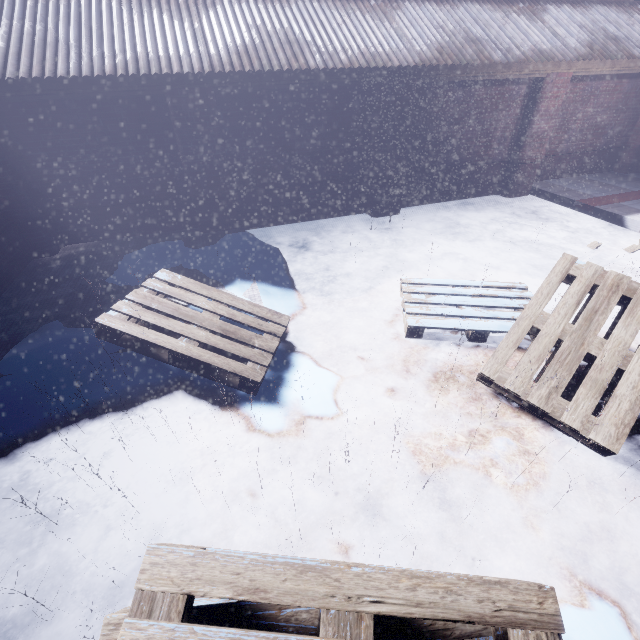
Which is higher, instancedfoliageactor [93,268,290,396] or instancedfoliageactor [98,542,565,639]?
instancedfoliageactor [98,542,565,639]

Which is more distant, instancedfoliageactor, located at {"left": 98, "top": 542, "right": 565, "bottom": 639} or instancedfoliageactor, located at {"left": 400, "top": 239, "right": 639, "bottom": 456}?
instancedfoliageactor, located at {"left": 400, "top": 239, "right": 639, "bottom": 456}

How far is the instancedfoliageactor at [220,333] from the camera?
2.8 meters

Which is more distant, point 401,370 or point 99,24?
Result: point 99,24

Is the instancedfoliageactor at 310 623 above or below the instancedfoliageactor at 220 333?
above

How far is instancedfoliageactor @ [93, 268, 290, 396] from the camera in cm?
275
